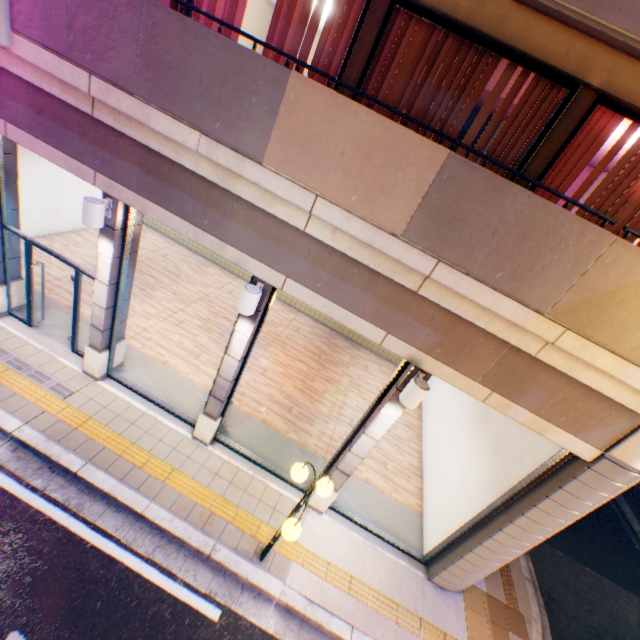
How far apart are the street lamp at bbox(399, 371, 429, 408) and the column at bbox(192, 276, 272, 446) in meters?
2.6 m

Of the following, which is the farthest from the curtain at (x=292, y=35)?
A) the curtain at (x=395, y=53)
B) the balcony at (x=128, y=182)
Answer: the balcony at (x=128, y=182)

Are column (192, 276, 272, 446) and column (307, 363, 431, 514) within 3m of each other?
yes

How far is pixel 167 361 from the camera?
8.48m

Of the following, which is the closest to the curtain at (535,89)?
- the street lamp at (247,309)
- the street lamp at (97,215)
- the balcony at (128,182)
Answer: the balcony at (128,182)

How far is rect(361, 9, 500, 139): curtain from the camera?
4.5m

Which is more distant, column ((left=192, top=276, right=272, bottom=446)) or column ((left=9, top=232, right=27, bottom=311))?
column ((left=9, top=232, right=27, bottom=311))

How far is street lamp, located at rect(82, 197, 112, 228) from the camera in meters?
4.9 m
